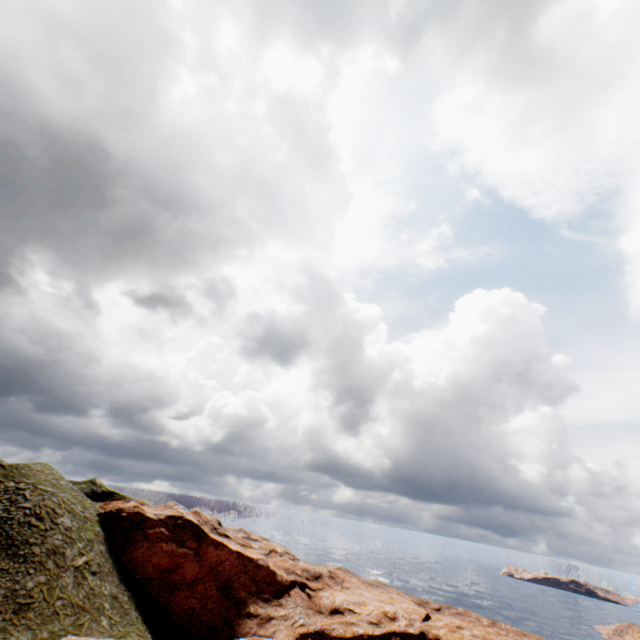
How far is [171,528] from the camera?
38.0 meters
